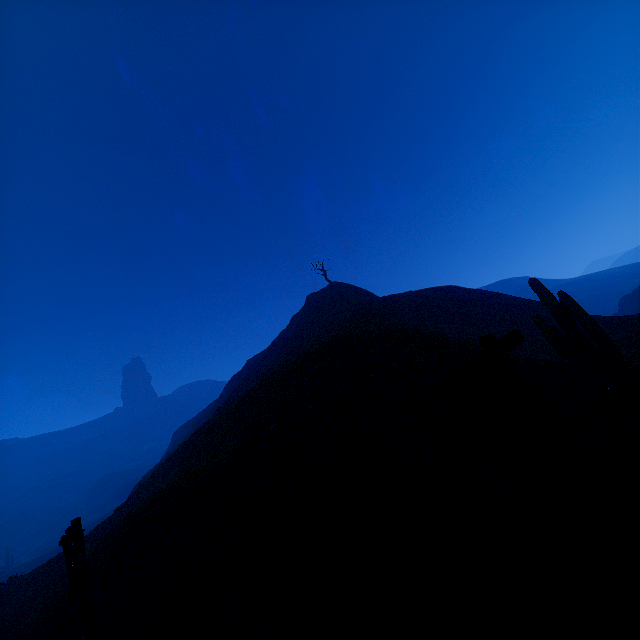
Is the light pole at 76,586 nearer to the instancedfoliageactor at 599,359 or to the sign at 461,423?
the sign at 461,423

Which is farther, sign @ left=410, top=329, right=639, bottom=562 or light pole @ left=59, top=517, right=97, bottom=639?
light pole @ left=59, top=517, right=97, bottom=639

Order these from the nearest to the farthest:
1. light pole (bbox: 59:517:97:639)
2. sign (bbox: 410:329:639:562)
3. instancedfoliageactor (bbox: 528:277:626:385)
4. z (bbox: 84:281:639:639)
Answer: sign (bbox: 410:329:639:562) < z (bbox: 84:281:639:639) < light pole (bbox: 59:517:97:639) < instancedfoliageactor (bbox: 528:277:626:385)

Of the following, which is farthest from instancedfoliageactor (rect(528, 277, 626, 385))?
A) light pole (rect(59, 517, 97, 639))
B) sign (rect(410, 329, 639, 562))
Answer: light pole (rect(59, 517, 97, 639))

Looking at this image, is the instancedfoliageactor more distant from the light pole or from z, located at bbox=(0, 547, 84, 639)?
the light pole

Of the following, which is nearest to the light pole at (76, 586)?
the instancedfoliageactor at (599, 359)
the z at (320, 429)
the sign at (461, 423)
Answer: the z at (320, 429)

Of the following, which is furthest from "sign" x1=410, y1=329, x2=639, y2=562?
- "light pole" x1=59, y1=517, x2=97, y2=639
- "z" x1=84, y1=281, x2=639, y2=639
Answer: "light pole" x1=59, y1=517, x2=97, y2=639

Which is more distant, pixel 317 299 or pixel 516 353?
pixel 317 299
